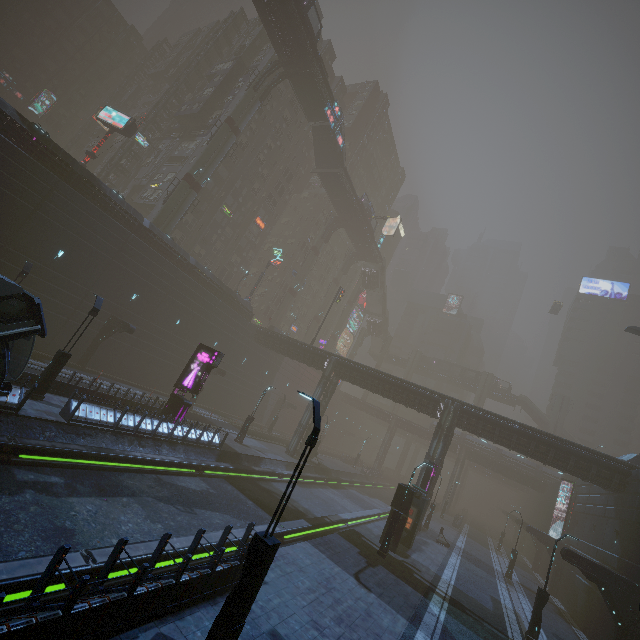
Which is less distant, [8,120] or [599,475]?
[8,120]

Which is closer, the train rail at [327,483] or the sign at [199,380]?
the train rail at [327,483]

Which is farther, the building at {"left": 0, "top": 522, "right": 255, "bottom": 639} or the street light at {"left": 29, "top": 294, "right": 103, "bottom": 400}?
the street light at {"left": 29, "top": 294, "right": 103, "bottom": 400}

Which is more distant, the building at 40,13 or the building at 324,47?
the building at 40,13

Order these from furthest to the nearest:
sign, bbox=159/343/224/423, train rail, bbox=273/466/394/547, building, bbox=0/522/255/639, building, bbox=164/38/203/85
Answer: building, bbox=164/38/203/85 < sign, bbox=159/343/224/423 < train rail, bbox=273/466/394/547 < building, bbox=0/522/255/639

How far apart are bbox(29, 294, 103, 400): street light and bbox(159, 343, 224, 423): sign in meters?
6.8 m

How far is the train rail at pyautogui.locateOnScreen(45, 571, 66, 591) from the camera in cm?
729

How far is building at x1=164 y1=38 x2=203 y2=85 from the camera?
57.66m
